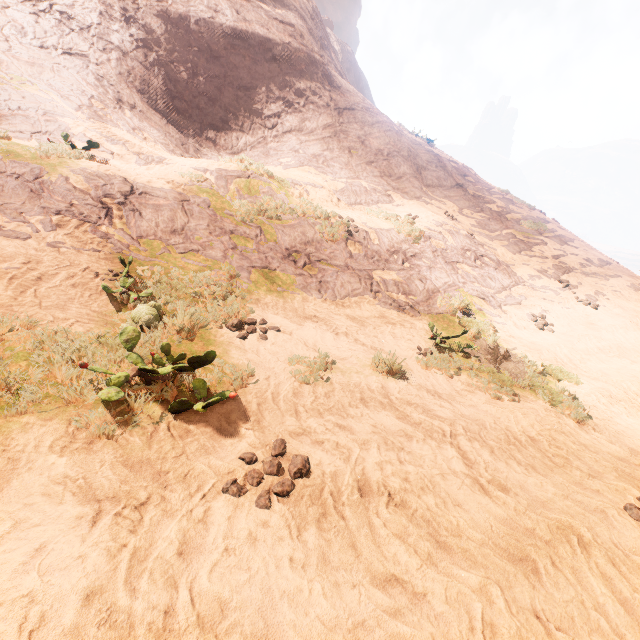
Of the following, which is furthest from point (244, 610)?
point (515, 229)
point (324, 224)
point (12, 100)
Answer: point (515, 229)
